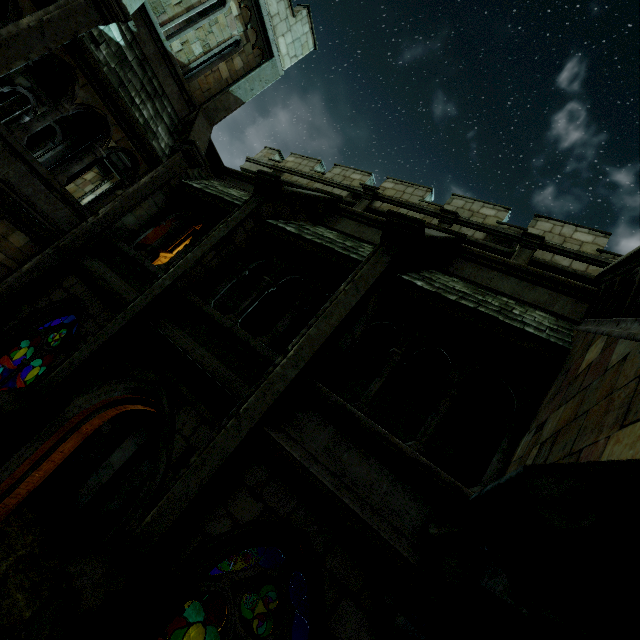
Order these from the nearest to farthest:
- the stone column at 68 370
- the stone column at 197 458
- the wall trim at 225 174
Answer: the stone column at 197 458 → the stone column at 68 370 → the wall trim at 225 174

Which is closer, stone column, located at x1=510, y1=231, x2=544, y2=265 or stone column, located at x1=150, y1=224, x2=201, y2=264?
stone column, located at x1=510, y1=231, x2=544, y2=265

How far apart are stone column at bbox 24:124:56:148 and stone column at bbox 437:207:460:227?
15.0 meters

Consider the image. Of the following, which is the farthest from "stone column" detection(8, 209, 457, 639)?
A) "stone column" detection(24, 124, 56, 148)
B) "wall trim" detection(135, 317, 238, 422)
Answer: "stone column" detection(24, 124, 56, 148)

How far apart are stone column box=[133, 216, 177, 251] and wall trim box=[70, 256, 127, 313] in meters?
6.9

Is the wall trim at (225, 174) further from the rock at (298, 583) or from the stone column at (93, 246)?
the rock at (298, 583)

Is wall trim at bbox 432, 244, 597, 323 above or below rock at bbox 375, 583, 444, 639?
above

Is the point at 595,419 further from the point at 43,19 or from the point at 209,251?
the point at 43,19
